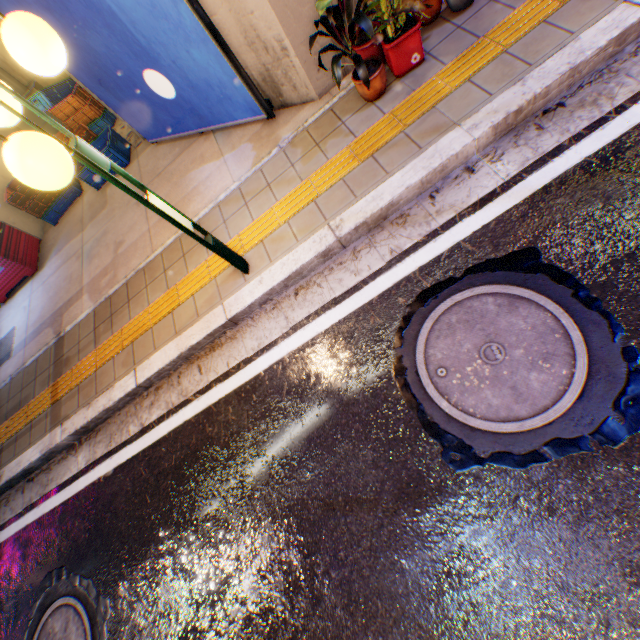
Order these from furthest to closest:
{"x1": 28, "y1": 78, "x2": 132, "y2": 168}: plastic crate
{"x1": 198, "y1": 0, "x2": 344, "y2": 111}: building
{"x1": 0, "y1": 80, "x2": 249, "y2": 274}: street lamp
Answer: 1. {"x1": 28, "y1": 78, "x2": 132, "y2": 168}: plastic crate
2. {"x1": 198, "y1": 0, "x2": 344, "y2": 111}: building
3. {"x1": 0, "y1": 80, "x2": 249, "y2": 274}: street lamp

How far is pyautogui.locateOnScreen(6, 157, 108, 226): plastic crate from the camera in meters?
5.7

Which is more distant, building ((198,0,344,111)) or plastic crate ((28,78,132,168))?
plastic crate ((28,78,132,168))

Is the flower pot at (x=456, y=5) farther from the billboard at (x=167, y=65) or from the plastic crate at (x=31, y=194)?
the plastic crate at (x=31, y=194)

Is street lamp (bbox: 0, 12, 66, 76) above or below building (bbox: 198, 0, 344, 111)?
above

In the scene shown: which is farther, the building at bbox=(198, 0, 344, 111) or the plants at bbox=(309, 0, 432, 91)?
the building at bbox=(198, 0, 344, 111)

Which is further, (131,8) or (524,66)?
(131,8)

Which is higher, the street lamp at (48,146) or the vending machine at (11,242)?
the street lamp at (48,146)
